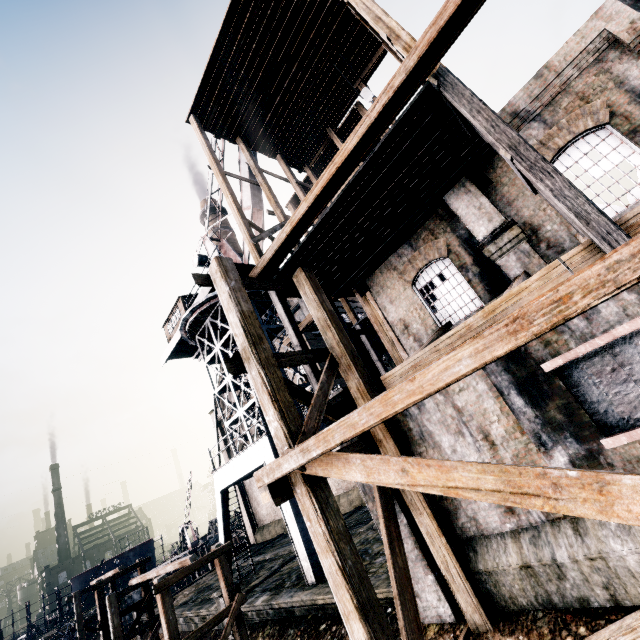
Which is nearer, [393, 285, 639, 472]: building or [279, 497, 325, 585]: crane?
[393, 285, 639, 472]: building

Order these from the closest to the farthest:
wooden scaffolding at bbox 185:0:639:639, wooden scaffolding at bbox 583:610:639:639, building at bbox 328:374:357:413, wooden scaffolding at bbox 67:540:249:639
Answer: wooden scaffolding at bbox 583:610:639:639
wooden scaffolding at bbox 185:0:639:639
building at bbox 328:374:357:413
wooden scaffolding at bbox 67:540:249:639

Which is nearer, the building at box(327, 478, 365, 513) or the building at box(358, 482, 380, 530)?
the building at box(358, 482, 380, 530)

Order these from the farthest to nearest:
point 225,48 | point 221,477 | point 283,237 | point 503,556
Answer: point 221,477 → point 225,48 → point 283,237 → point 503,556

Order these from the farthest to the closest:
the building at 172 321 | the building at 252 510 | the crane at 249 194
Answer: the building at 252 510, the building at 172 321, the crane at 249 194

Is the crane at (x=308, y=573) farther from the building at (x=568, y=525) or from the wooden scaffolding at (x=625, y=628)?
the wooden scaffolding at (x=625, y=628)

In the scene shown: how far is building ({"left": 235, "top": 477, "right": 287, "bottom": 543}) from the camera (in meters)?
32.97
